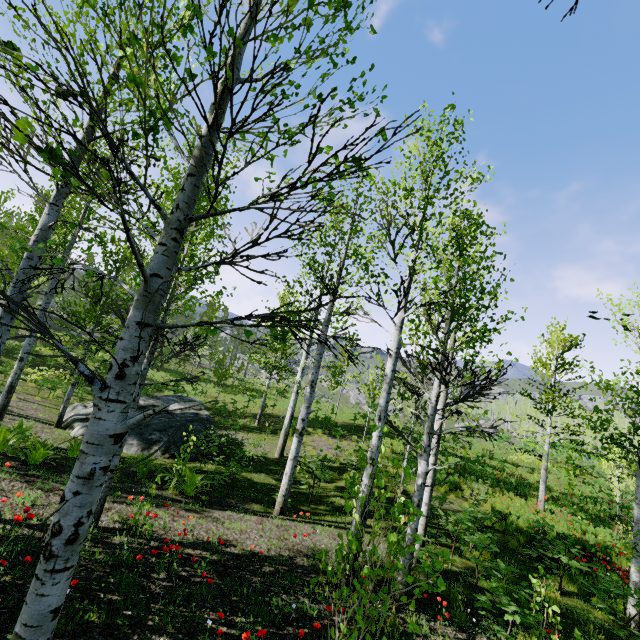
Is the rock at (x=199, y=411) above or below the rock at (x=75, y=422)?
above

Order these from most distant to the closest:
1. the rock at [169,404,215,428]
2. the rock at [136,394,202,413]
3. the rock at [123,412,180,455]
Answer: the rock at [136,394,202,413], the rock at [169,404,215,428], the rock at [123,412,180,455]

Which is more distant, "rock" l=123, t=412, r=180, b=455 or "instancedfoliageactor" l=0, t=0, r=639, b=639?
"rock" l=123, t=412, r=180, b=455

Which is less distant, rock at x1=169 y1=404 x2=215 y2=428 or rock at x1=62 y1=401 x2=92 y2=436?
rock at x1=62 y1=401 x2=92 y2=436

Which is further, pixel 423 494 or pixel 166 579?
pixel 423 494

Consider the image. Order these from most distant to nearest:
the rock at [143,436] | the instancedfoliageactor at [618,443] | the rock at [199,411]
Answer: the rock at [199,411] < the rock at [143,436] < the instancedfoliageactor at [618,443]

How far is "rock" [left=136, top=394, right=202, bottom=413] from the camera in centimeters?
1372cm
